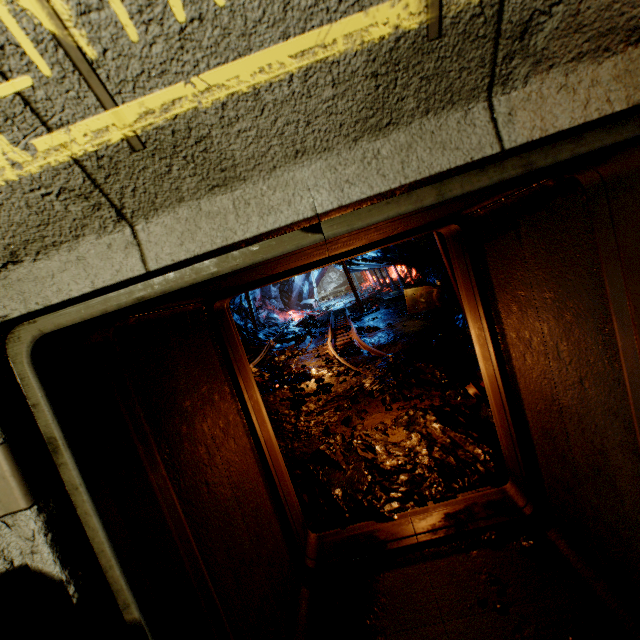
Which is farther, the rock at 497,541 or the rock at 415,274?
the rock at 415,274

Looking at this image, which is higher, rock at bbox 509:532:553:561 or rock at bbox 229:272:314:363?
Answer: rock at bbox 229:272:314:363

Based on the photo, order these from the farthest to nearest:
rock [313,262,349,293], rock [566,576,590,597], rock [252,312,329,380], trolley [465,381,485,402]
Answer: rock [313,262,349,293] → rock [252,312,329,380] → trolley [465,381,485,402] → rock [566,576,590,597]

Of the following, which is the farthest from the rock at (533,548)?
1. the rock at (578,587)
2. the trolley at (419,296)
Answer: the trolley at (419,296)

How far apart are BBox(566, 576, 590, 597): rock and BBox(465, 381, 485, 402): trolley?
2.2m

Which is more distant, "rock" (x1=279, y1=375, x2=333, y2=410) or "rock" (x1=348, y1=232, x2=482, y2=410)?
"rock" (x1=279, y1=375, x2=333, y2=410)

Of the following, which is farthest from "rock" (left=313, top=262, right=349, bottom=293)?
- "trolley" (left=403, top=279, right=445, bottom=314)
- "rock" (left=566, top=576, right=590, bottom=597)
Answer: "rock" (left=566, top=576, right=590, bottom=597)

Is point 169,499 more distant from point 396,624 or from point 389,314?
point 389,314
